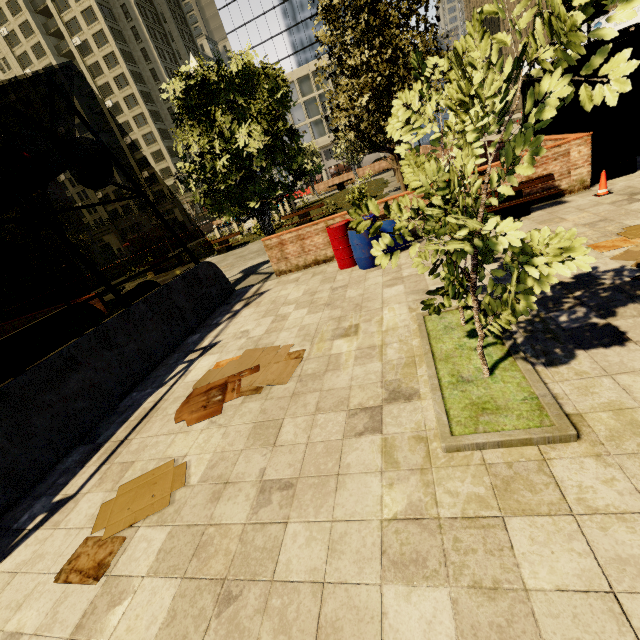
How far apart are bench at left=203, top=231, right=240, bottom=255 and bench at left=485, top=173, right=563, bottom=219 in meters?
14.2 m

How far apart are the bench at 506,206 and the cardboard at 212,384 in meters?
5.6

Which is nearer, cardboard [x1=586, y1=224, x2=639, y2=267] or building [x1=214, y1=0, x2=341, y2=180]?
cardboard [x1=586, y1=224, x2=639, y2=267]

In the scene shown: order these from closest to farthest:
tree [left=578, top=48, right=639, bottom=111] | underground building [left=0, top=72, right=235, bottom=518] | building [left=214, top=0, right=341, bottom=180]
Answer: tree [left=578, top=48, right=639, bottom=111], underground building [left=0, top=72, right=235, bottom=518], building [left=214, top=0, right=341, bottom=180]

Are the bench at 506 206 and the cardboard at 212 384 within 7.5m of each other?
yes

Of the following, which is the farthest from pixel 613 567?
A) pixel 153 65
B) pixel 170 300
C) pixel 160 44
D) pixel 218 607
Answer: pixel 160 44

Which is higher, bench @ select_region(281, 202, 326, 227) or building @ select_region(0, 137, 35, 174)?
building @ select_region(0, 137, 35, 174)

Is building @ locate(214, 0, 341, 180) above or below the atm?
above
